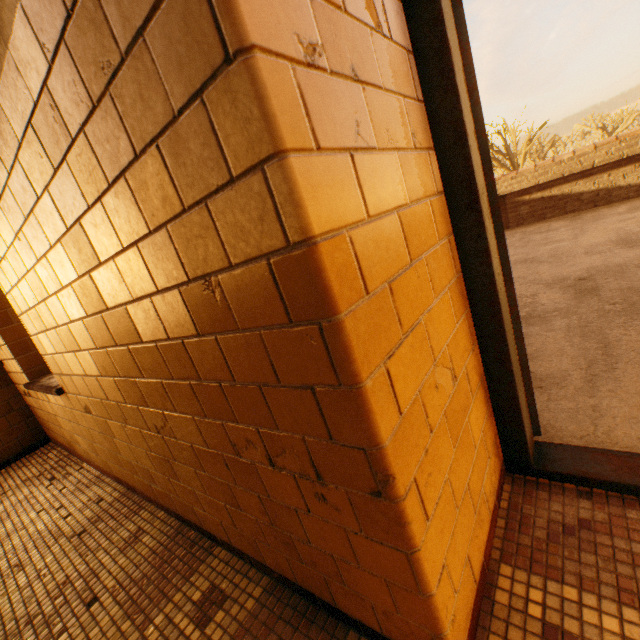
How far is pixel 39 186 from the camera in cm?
111

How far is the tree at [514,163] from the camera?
27.4m

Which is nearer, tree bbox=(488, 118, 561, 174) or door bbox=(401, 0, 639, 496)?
door bbox=(401, 0, 639, 496)

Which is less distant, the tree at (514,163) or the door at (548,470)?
the door at (548,470)

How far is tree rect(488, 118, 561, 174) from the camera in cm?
2735
